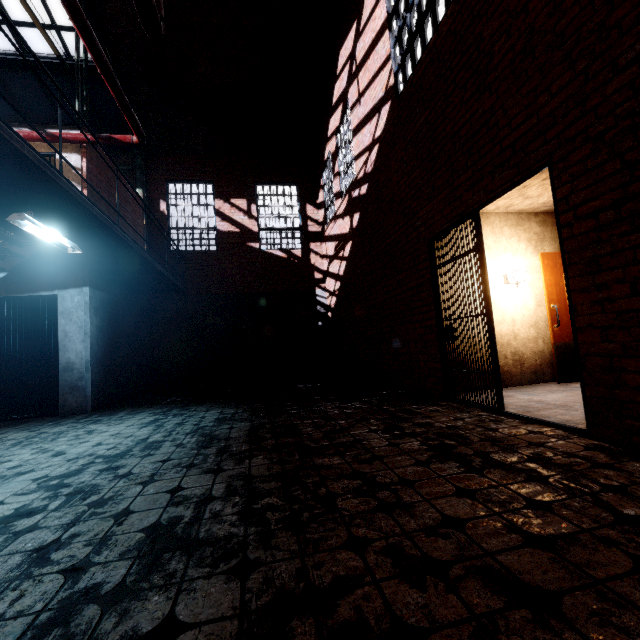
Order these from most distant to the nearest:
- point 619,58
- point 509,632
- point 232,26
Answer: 1. point 232,26
2. point 619,58
3. point 509,632

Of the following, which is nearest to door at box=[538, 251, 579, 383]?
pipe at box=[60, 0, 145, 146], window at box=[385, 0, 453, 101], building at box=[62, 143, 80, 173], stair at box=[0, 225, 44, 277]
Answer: window at box=[385, 0, 453, 101]

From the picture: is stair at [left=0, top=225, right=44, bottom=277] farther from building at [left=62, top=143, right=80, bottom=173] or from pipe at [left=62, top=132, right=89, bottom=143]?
pipe at [left=62, top=132, right=89, bottom=143]

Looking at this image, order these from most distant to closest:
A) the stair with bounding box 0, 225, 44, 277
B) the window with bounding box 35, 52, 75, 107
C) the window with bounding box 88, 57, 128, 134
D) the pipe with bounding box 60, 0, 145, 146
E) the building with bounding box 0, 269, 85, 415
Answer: the window with bounding box 88, 57, 128, 134 < the window with bounding box 35, 52, 75, 107 < the building with bounding box 0, 269, 85, 415 < the stair with bounding box 0, 225, 44, 277 < the pipe with bounding box 60, 0, 145, 146

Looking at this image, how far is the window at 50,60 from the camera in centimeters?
830cm

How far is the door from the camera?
5.2m

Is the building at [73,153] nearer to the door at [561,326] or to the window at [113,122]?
the window at [113,122]

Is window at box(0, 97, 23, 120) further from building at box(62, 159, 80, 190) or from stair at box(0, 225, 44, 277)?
stair at box(0, 225, 44, 277)
